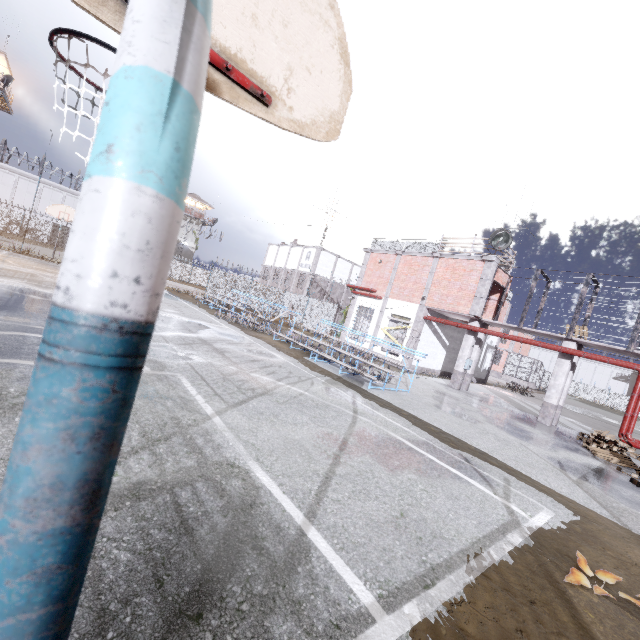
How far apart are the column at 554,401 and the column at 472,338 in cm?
389

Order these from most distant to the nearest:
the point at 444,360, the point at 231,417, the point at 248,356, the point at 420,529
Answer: the point at 444,360
the point at 248,356
the point at 231,417
the point at 420,529

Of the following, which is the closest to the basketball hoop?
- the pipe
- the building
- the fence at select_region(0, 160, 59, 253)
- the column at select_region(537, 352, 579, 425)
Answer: the fence at select_region(0, 160, 59, 253)

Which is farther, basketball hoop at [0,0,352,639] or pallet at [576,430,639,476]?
pallet at [576,430,639,476]

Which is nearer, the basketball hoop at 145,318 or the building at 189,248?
the basketball hoop at 145,318

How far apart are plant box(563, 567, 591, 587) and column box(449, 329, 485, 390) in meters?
Answer: 14.5 m

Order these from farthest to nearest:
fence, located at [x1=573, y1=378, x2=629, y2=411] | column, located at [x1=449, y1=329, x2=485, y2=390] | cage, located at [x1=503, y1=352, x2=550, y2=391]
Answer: fence, located at [x1=573, y1=378, x2=629, y2=411] → cage, located at [x1=503, y1=352, x2=550, y2=391] → column, located at [x1=449, y1=329, x2=485, y2=390]

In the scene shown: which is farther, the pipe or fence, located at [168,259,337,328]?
fence, located at [168,259,337,328]
